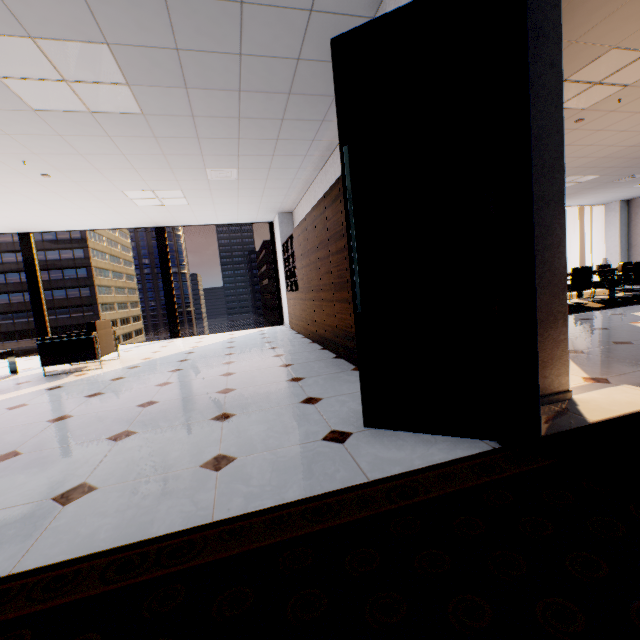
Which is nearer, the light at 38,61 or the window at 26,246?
the light at 38,61

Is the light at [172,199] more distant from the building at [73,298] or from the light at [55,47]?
the building at [73,298]

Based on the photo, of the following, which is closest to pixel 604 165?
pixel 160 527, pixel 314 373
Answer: pixel 314 373

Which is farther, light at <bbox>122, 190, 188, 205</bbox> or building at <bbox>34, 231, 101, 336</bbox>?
building at <bbox>34, 231, 101, 336</bbox>

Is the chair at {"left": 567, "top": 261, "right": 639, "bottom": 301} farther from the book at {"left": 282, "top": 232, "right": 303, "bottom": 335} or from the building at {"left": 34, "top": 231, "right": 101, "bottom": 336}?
the building at {"left": 34, "top": 231, "right": 101, "bottom": 336}

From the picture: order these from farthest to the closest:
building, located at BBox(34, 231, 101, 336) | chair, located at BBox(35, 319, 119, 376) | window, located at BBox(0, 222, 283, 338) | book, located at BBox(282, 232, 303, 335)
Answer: building, located at BBox(34, 231, 101, 336), window, located at BBox(0, 222, 283, 338), book, located at BBox(282, 232, 303, 335), chair, located at BBox(35, 319, 119, 376)

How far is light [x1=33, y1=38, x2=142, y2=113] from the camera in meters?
2.5 m

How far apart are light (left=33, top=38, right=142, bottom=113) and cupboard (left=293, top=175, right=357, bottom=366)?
2.2m
